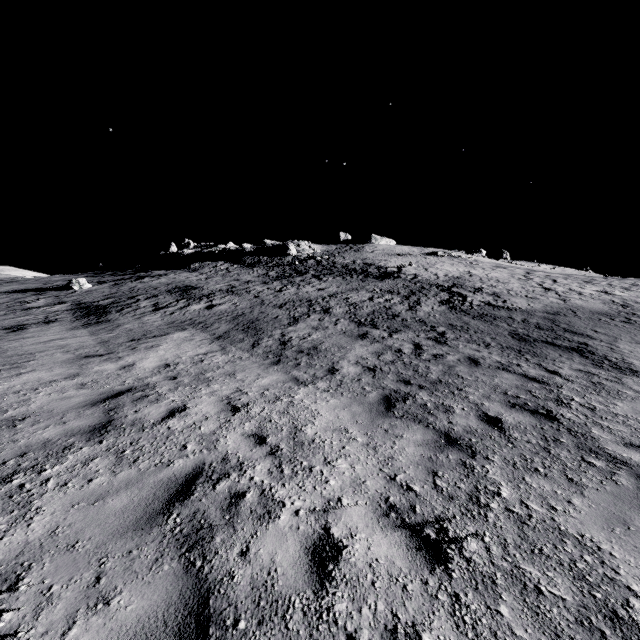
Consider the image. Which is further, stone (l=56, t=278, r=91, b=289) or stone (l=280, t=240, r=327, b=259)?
stone (l=280, t=240, r=327, b=259)

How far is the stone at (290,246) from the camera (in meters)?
44.76

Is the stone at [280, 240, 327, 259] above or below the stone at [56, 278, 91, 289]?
above

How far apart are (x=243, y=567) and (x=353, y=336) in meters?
9.9

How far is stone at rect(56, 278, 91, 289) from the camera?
28.6m

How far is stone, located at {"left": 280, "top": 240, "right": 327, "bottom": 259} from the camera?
44.76m

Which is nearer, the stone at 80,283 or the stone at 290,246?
the stone at 80,283
